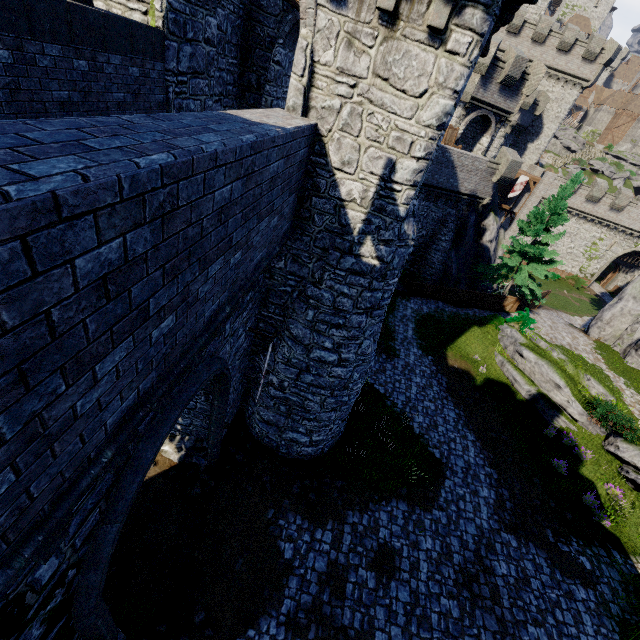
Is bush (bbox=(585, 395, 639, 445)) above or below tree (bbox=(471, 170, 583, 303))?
below

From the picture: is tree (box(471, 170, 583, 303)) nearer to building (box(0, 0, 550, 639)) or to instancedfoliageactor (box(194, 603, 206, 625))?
building (box(0, 0, 550, 639))

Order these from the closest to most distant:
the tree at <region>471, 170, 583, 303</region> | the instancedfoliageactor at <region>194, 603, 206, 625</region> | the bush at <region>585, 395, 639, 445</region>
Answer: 1. the instancedfoliageactor at <region>194, 603, 206, 625</region>
2. the bush at <region>585, 395, 639, 445</region>
3. the tree at <region>471, 170, 583, 303</region>

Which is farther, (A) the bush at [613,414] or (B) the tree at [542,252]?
(B) the tree at [542,252]

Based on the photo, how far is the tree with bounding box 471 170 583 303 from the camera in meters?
22.5

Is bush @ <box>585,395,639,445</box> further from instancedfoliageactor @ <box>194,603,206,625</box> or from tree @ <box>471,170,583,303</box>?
instancedfoliageactor @ <box>194,603,206,625</box>

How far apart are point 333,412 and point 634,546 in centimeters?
1416cm

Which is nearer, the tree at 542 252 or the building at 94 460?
the building at 94 460
